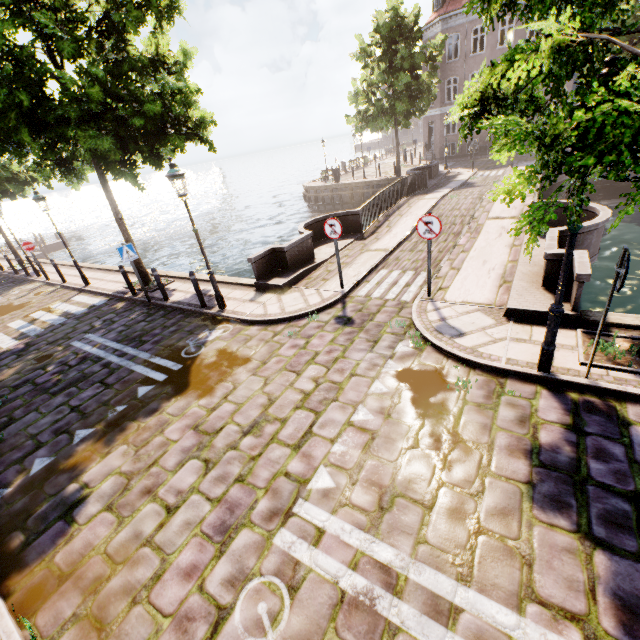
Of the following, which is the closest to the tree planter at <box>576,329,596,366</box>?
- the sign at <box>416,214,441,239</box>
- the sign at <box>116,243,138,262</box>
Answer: the sign at <box>416,214,441,239</box>

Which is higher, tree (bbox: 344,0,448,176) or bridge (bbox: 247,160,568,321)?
tree (bbox: 344,0,448,176)

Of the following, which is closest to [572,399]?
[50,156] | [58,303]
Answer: [50,156]

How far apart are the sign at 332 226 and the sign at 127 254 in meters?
6.1 m

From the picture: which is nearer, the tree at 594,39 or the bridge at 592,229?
the tree at 594,39

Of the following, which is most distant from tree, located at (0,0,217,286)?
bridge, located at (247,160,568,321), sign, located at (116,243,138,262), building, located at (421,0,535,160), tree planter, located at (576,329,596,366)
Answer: building, located at (421,0,535,160)

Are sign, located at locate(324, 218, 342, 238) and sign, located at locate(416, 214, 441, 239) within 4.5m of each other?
yes

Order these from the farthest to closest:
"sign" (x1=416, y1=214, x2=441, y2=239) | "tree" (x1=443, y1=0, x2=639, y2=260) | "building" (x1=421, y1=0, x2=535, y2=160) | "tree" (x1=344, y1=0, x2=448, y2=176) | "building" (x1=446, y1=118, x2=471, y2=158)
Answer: "building" (x1=446, y1=118, x2=471, y2=158) → "building" (x1=421, y1=0, x2=535, y2=160) → "tree" (x1=344, y1=0, x2=448, y2=176) → "sign" (x1=416, y1=214, x2=441, y2=239) → "tree" (x1=443, y1=0, x2=639, y2=260)
